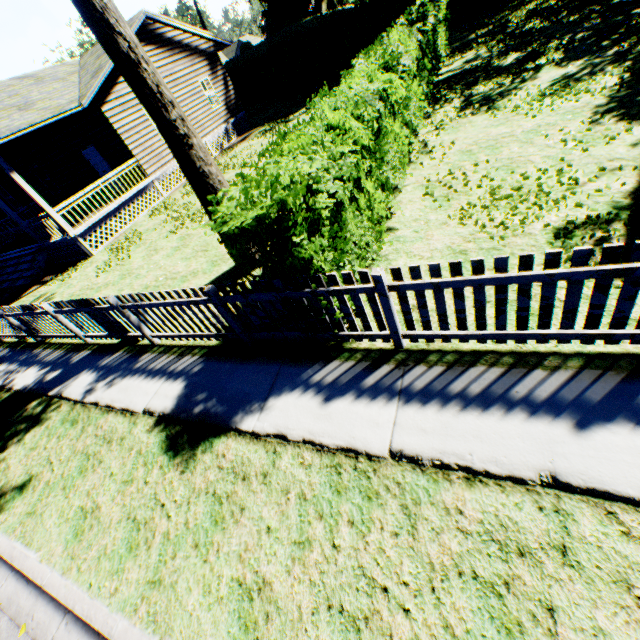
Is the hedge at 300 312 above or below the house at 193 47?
Answer: below

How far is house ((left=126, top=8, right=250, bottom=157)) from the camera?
16.1 meters

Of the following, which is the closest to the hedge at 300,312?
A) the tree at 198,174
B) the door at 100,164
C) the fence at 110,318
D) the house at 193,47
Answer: the fence at 110,318

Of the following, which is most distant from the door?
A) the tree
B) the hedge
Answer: the hedge

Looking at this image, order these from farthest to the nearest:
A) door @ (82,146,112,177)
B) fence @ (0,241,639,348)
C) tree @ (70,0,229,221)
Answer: door @ (82,146,112,177)
tree @ (70,0,229,221)
fence @ (0,241,639,348)

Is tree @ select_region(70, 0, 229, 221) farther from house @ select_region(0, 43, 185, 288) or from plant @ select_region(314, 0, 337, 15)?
plant @ select_region(314, 0, 337, 15)

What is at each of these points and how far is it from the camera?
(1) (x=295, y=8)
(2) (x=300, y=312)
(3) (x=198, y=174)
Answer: (1) plant, 41.1m
(2) hedge, 4.1m
(3) tree, 6.0m

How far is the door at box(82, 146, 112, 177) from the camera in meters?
15.7 m
